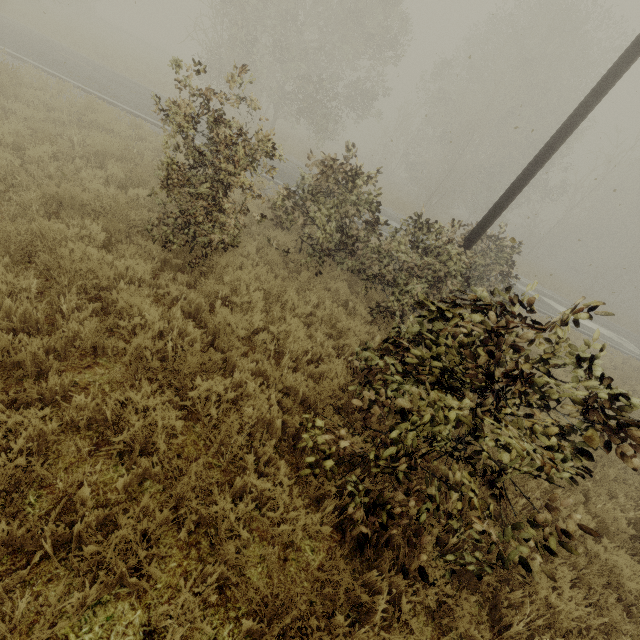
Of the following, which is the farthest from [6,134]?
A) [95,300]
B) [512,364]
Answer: [512,364]

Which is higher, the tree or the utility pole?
the utility pole

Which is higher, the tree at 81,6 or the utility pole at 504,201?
the utility pole at 504,201

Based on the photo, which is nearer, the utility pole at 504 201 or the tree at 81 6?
the utility pole at 504 201

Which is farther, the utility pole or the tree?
the tree
